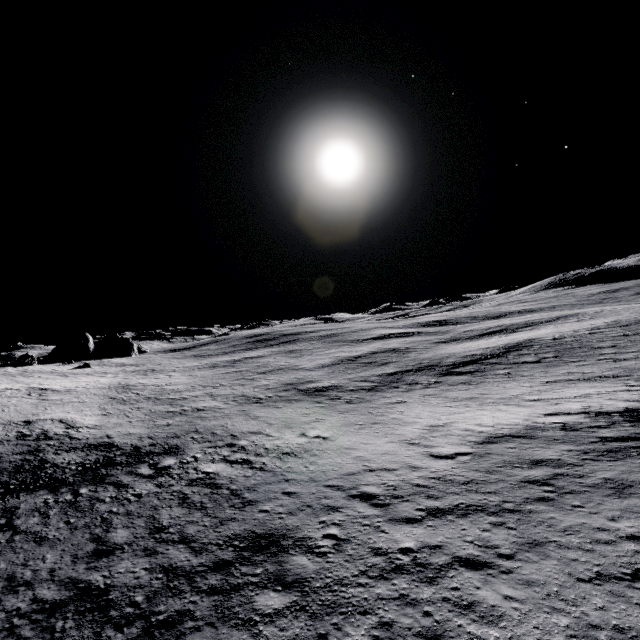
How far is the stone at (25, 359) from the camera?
48.16m

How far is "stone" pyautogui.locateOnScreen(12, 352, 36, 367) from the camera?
48.2 meters

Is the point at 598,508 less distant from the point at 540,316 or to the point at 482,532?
the point at 482,532
